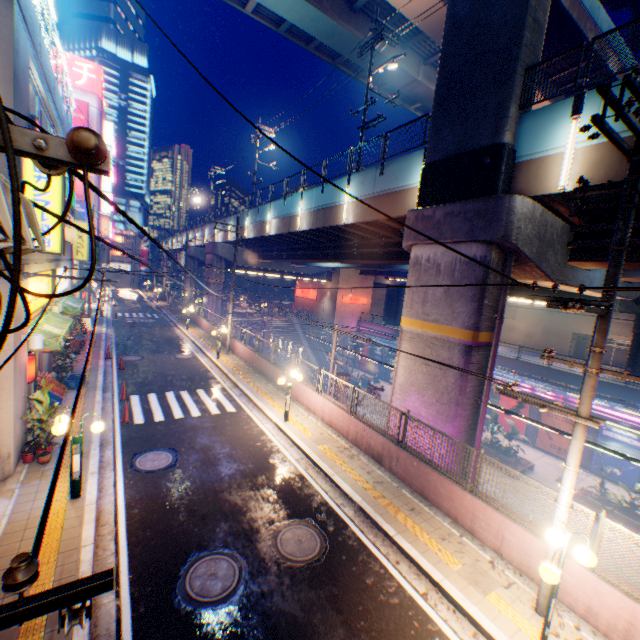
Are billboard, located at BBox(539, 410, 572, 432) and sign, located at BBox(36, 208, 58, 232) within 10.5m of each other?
no

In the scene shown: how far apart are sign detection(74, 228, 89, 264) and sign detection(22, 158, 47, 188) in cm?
1431

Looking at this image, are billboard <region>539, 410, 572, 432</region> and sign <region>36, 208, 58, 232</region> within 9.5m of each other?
no

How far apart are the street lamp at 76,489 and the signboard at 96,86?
56.7 meters

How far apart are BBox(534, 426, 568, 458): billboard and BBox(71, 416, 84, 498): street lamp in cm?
3119

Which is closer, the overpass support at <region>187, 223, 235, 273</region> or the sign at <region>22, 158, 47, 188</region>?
the sign at <region>22, 158, 47, 188</region>

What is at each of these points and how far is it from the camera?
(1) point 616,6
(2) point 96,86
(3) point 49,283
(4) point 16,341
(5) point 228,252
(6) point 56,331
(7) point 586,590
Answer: (1) overpass support, 19.28m
(2) signboard, 45.38m
(3) sign, 13.52m
(4) building, 8.41m
(5) overpass support, 36.59m
(6) awning, 11.77m
(7) concrete block, 6.35m

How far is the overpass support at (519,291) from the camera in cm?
1258
